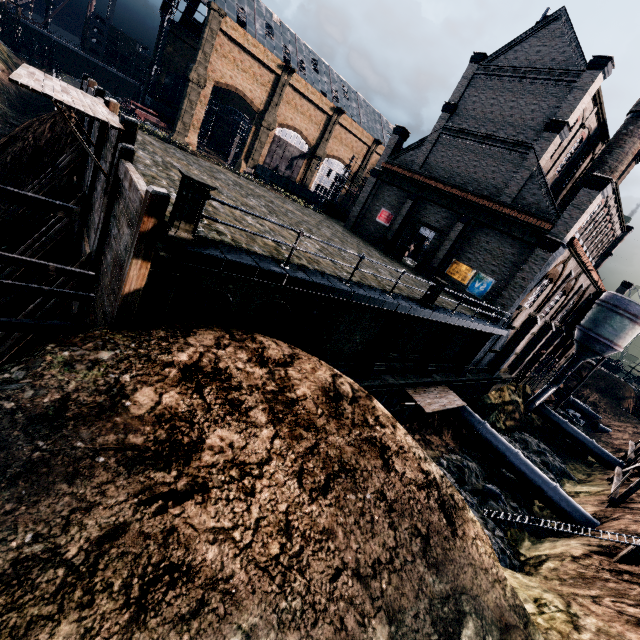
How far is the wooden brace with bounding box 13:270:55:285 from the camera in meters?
15.0 m

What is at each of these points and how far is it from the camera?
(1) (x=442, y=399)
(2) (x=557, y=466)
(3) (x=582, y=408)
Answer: (1) wooden platform, 21.5m
(2) stone debris, 32.2m
(3) pipe, 51.5m

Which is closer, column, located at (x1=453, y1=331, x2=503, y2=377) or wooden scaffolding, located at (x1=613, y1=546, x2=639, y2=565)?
wooden scaffolding, located at (x1=613, y1=546, x2=639, y2=565)

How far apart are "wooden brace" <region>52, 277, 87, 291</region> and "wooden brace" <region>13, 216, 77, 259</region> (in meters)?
4.80

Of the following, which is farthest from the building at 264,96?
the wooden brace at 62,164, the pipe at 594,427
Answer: the wooden brace at 62,164

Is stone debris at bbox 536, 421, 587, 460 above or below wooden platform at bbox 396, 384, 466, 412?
below

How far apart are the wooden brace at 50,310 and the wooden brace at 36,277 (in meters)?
4.80

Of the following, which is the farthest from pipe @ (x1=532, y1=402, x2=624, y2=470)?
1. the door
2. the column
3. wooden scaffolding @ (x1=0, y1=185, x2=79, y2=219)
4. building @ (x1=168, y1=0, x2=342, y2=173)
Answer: wooden scaffolding @ (x1=0, y1=185, x2=79, y2=219)
